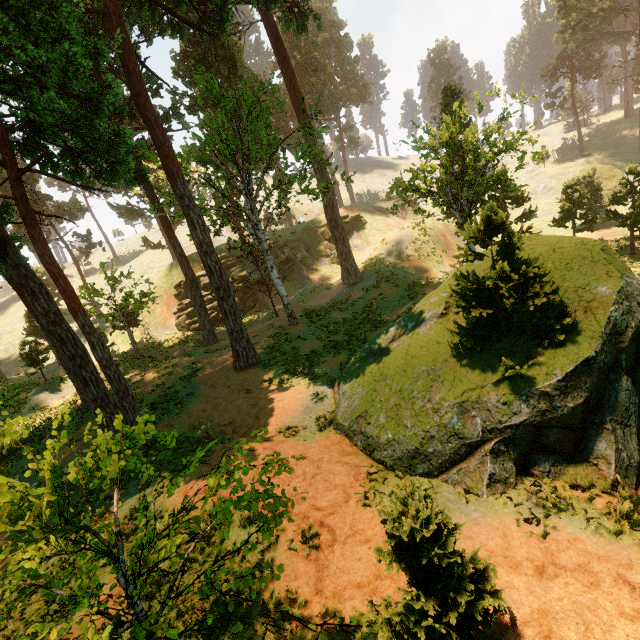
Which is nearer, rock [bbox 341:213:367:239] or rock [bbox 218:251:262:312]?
rock [bbox 218:251:262:312]

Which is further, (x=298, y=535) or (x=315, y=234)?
(x=315, y=234)

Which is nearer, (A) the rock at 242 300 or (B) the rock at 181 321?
(B) the rock at 181 321

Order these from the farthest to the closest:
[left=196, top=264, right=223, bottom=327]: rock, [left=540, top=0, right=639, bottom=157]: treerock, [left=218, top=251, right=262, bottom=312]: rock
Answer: [left=540, top=0, right=639, bottom=157]: treerock < [left=218, top=251, right=262, bottom=312]: rock < [left=196, top=264, right=223, bottom=327]: rock

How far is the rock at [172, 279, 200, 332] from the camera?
34.3m

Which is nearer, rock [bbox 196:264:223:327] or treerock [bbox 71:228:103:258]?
rock [bbox 196:264:223:327]

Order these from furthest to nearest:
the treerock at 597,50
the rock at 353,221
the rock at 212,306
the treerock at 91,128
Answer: the rock at 353,221
the treerock at 597,50
the rock at 212,306
the treerock at 91,128
